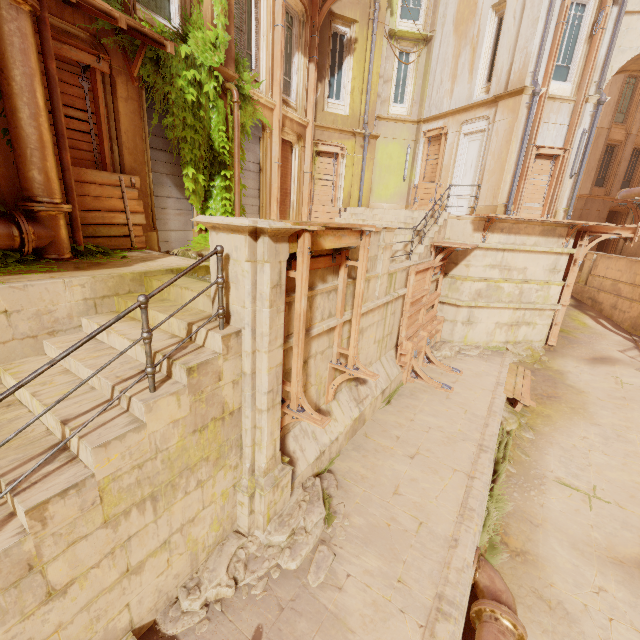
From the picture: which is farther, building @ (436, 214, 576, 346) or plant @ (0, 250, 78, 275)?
building @ (436, 214, 576, 346)

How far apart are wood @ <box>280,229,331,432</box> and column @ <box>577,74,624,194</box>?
25.4m

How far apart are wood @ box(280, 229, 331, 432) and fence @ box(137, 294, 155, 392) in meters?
1.8

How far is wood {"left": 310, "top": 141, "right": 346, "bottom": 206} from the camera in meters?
13.2 m

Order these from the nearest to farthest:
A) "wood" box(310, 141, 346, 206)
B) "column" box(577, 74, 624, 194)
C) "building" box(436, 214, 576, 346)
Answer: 1. "building" box(436, 214, 576, 346)
2. "wood" box(310, 141, 346, 206)
3. "column" box(577, 74, 624, 194)

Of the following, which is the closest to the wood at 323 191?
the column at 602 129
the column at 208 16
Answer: the column at 208 16

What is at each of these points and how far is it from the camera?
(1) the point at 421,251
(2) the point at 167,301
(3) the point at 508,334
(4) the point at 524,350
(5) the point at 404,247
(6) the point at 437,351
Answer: (1) stairs, 10.2m
(2) stairs, 4.8m
(3) building, 12.9m
(4) rubble, 12.6m
(5) stairs, 10.5m
(6) rubble, 11.8m

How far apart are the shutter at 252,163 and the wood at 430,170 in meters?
9.3 m
